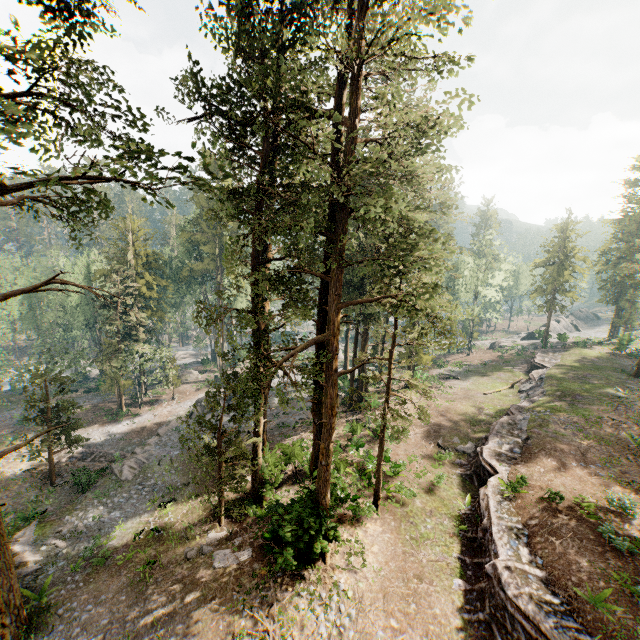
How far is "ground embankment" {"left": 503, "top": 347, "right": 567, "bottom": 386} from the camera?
36.84m

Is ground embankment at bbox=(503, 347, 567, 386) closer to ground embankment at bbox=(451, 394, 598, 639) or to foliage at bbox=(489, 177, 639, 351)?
foliage at bbox=(489, 177, 639, 351)

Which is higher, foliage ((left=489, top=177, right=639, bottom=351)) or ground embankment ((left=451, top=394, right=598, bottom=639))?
foliage ((left=489, top=177, right=639, bottom=351))

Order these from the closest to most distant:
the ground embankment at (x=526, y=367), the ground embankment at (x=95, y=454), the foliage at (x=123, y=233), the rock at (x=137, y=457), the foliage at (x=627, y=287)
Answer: the foliage at (x=123, y=233) < the rock at (x=137, y=457) < the ground embankment at (x=95, y=454) < the ground embankment at (x=526, y=367) < the foliage at (x=627, y=287)

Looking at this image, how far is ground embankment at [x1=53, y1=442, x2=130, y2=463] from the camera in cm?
2900

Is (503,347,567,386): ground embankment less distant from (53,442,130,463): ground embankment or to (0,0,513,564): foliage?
(0,0,513,564): foliage

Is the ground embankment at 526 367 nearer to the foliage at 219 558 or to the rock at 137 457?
the foliage at 219 558

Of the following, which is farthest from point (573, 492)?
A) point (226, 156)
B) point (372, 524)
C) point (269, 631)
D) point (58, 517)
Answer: point (58, 517)
